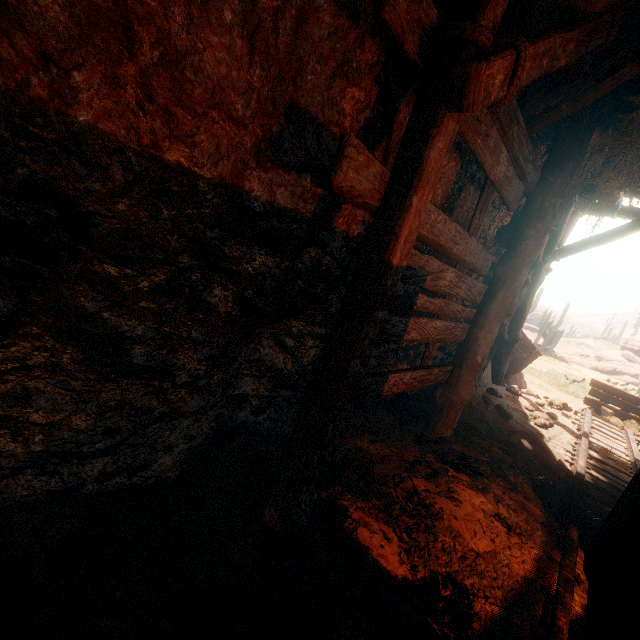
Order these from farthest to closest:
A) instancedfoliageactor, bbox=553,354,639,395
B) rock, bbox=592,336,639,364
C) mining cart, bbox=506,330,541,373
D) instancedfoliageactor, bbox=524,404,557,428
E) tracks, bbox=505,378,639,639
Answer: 1. rock, bbox=592,336,639,364
2. instancedfoliageactor, bbox=553,354,639,395
3. mining cart, bbox=506,330,541,373
4. instancedfoliageactor, bbox=524,404,557,428
5. tracks, bbox=505,378,639,639

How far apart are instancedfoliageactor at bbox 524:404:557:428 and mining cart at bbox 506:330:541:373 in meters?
2.1 m

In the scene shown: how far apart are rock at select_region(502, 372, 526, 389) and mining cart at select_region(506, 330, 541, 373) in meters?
0.0 m

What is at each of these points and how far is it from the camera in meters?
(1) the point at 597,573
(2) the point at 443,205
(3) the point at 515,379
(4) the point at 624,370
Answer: →
(1) tracks, 1.4 m
(2) z, 3.2 m
(3) rock, 8.2 m
(4) instancedfoliageactor, 23.3 m

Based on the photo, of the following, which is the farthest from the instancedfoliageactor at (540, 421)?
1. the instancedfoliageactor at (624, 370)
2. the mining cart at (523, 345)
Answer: the instancedfoliageactor at (624, 370)

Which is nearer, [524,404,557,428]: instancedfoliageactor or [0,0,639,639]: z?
[0,0,639,639]: z

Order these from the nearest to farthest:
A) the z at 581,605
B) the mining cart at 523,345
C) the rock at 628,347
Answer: the z at 581,605, the mining cart at 523,345, the rock at 628,347

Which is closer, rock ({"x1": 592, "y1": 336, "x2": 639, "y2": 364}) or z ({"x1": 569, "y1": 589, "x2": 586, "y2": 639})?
z ({"x1": 569, "y1": 589, "x2": 586, "y2": 639})
